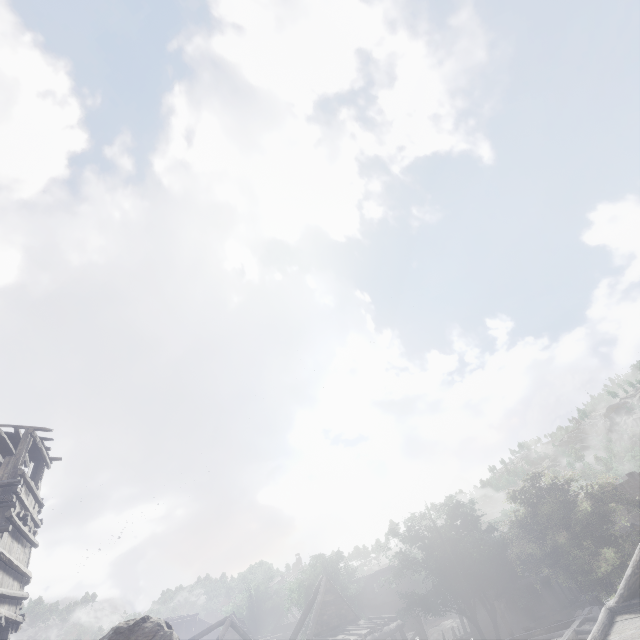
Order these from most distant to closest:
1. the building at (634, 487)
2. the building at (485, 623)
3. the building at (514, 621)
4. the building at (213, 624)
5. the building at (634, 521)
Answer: the building at (634, 487) → the building at (634, 521) → the building at (485, 623) → the building at (213, 624) → the building at (514, 621)

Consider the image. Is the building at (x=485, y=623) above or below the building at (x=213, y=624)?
below

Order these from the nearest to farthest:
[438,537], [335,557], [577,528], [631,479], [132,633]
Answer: [132,633] < [577,528] < [438,537] < [335,557] < [631,479]

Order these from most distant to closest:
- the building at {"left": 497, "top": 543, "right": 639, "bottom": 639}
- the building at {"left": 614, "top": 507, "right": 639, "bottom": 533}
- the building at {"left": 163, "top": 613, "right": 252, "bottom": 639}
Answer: the building at {"left": 614, "top": 507, "right": 639, "bottom": 533} → the building at {"left": 163, "top": 613, "right": 252, "bottom": 639} → the building at {"left": 497, "top": 543, "right": 639, "bottom": 639}

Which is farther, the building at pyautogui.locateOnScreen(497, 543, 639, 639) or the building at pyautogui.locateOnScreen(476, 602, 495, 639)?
the building at pyautogui.locateOnScreen(476, 602, 495, 639)

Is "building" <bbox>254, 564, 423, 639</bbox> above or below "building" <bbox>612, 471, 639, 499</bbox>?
below
